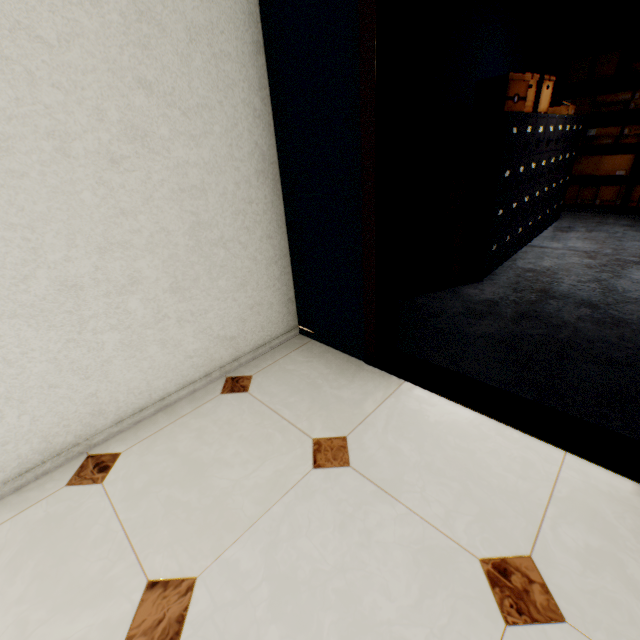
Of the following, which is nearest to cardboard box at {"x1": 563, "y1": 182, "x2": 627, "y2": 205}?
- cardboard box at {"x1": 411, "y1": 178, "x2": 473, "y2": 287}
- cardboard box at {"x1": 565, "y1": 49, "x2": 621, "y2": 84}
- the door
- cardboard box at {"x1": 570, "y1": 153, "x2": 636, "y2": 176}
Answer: cardboard box at {"x1": 570, "y1": 153, "x2": 636, "y2": 176}

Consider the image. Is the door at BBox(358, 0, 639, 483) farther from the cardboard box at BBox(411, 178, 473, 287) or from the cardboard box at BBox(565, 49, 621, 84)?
the cardboard box at BBox(565, 49, 621, 84)

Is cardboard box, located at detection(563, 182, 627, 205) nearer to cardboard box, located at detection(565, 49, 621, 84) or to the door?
cardboard box, located at detection(565, 49, 621, 84)

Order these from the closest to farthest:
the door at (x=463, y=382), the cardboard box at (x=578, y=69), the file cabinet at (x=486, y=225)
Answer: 1. the door at (x=463, y=382)
2. the file cabinet at (x=486, y=225)
3. the cardboard box at (x=578, y=69)

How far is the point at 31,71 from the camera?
1.1m

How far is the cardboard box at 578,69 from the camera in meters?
4.4 m

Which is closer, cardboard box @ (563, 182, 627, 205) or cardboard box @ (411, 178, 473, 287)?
cardboard box @ (411, 178, 473, 287)

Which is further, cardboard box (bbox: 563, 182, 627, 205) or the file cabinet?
cardboard box (bbox: 563, 182, 627, 205)
